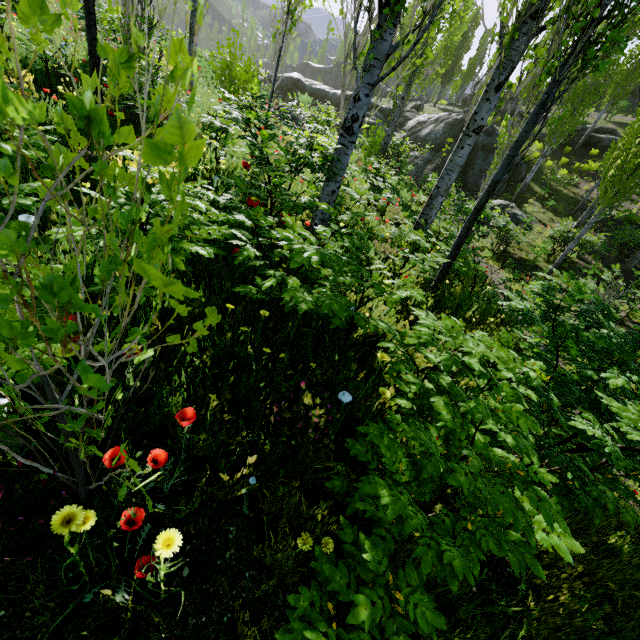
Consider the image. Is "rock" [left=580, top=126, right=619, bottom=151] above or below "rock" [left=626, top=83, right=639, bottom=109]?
below

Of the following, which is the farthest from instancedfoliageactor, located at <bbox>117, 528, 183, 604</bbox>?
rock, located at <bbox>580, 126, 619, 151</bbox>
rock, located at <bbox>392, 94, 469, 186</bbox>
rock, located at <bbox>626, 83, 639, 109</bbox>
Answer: rock, located at <bbox>626, 83, 639, 109</bbox>

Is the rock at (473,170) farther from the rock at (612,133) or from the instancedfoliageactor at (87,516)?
the rock at (612,133)

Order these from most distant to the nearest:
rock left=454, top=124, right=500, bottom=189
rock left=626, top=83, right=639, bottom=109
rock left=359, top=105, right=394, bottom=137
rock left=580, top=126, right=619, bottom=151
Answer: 1. rock left=626, top=83, right=639, bottom=109
2. rock left=359, top=105, right=394, bottom=137
3. rock left=580, top=126, right=619, bottom=151
4. rock left=454, top=124, right=500, bottom=189

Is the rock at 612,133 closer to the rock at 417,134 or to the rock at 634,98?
the rock at 417,134

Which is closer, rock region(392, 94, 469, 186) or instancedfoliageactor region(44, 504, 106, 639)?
instancedfoliageactor region(44, 504, 106, 639)

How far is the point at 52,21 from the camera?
0.7 meters

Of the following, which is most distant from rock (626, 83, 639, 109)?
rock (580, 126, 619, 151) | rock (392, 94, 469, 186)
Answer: rock (392, 94, 469, 186)
